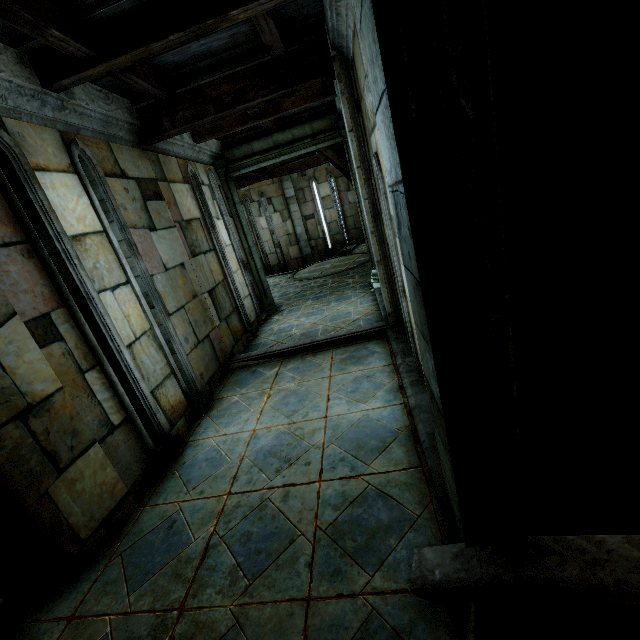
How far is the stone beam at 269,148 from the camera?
7.3 meters

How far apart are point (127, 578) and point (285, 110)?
6.9m

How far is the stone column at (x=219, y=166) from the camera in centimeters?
753cm

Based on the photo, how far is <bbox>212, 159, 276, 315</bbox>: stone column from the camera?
7.5m

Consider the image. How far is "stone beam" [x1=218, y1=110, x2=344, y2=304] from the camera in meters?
7.3
